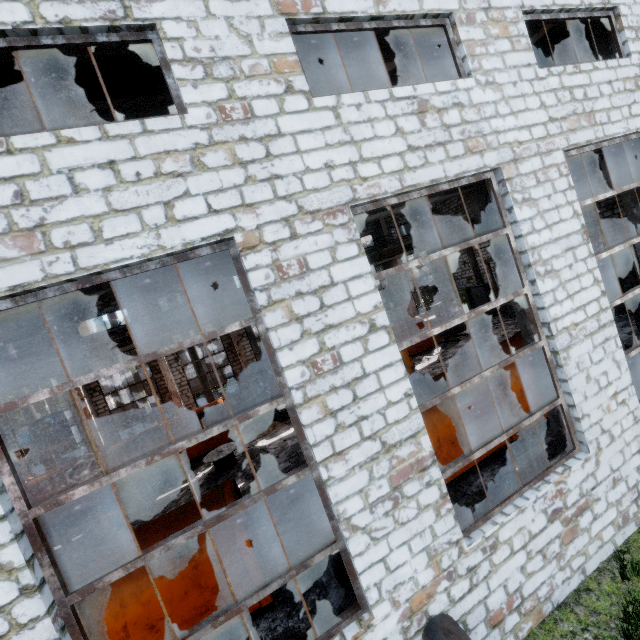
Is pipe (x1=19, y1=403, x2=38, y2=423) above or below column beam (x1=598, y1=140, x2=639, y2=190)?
below

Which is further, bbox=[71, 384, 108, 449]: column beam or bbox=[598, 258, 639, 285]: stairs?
bbox=[71, 384, 108, 449]: column beam

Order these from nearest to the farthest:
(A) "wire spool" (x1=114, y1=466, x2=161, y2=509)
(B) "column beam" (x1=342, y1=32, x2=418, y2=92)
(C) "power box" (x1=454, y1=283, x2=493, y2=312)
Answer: (B) "column beam" (x1=342, y1=32, x2=418, y2=92) < (A) "wire spool" (x1=114, y1=466, x2=161, y2=509) < (C) "power box" (x1=454, y1=283, x2=493, y2=312)

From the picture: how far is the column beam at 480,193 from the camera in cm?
631

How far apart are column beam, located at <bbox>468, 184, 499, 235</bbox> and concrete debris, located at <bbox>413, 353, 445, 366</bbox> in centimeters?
1079cm

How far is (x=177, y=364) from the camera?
20.2 meters

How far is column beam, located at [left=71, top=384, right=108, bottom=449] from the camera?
17.8 meters

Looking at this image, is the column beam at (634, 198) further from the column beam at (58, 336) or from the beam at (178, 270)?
the column beam at (58, 336)
